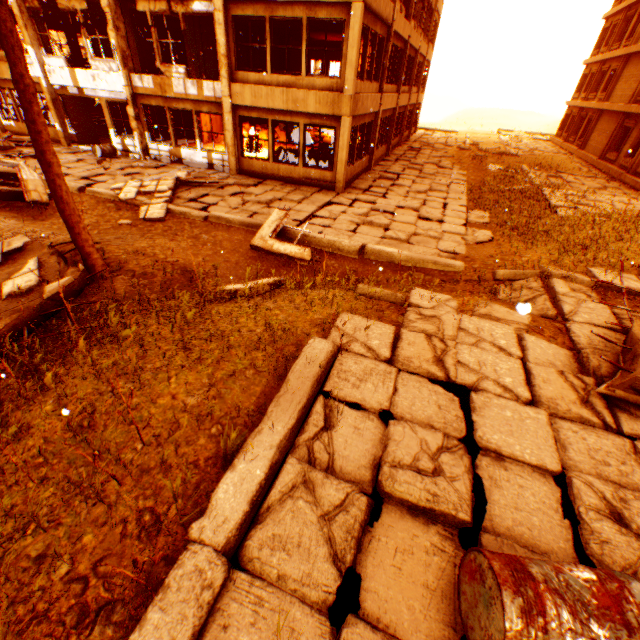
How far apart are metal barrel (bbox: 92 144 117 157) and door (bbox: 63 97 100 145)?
0.0m

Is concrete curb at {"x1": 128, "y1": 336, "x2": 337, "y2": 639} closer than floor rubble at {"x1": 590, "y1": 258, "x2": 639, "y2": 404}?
Yes

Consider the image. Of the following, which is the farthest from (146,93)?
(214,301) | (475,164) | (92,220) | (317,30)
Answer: (475,164)

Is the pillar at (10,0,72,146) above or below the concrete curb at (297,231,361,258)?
above

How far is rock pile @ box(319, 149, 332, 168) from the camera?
14.62m

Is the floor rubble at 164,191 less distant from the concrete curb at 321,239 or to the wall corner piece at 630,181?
the concrete curb at 321,239

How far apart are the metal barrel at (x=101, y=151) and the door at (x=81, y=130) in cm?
2

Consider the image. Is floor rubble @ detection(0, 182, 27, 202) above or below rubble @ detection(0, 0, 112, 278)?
below
